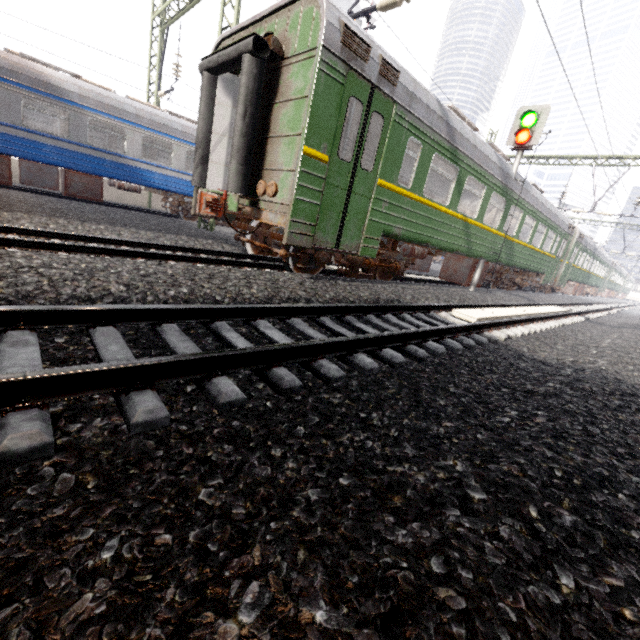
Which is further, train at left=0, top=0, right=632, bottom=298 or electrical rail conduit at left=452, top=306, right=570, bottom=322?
electrical rail conduit at left=452, top=306, right=570, bottom=322

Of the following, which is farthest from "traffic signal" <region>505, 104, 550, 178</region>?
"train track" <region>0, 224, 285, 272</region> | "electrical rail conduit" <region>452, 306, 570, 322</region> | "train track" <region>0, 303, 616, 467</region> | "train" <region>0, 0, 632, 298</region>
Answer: "train track" <region>0, 224, 285, 272</region>

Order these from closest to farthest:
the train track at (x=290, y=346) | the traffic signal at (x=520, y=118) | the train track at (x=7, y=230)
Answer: the train track at (x=290, y=346)
the train track at (x=7, y=230)
the traffic signal at (x=520, y=118)

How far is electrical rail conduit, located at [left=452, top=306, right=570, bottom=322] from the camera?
6.5 meters

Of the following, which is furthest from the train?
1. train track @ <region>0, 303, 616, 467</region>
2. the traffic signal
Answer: train track @ <region>0, 303, 616, 467</region>

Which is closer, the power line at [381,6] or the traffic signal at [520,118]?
the power line at [381,6]

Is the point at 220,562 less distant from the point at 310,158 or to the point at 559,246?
the point at 310,158

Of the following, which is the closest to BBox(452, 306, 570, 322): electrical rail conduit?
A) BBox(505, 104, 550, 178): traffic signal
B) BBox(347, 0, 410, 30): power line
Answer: BBox(505, 104, 550, 178): traffic signal
